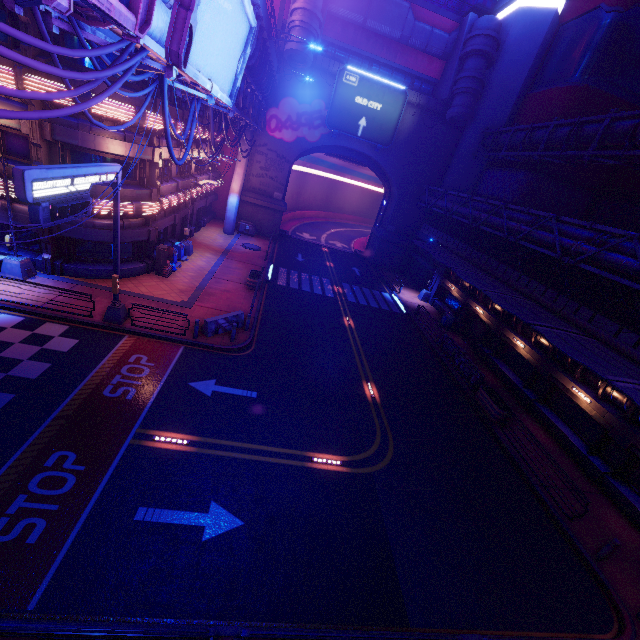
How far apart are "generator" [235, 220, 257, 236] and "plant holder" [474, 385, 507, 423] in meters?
28.4 m

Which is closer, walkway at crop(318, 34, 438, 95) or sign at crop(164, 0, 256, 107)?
sign at crop(164, 0, 256, 107)

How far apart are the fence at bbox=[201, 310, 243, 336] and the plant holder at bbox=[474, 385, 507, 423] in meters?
14.1

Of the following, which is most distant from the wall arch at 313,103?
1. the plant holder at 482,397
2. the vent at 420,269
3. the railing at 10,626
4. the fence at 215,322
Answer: the railing at 10,626

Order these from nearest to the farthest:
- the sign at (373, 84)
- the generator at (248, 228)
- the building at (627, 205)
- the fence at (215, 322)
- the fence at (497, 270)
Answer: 1. the fence at (497, 270)
2. the fence at (215, 322)
3. the building at (627, 205)
4. the sign at (373, 84)
5. the generator at (248, 228)

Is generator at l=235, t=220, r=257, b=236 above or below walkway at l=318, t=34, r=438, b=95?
below

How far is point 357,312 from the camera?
26.09m

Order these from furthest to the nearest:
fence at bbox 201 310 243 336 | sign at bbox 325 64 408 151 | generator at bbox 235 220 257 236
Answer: generator at bbox 235 220 257 236
sign at bbox 325 64 408 151
fence at bbox 201 310 243 336
